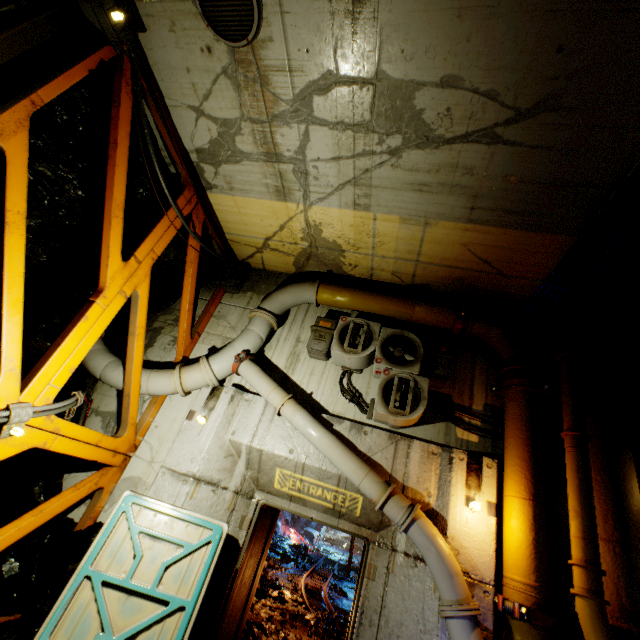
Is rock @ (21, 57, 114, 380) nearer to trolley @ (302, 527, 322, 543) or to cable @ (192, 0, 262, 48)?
cable @ (192, 0, 262, 48)

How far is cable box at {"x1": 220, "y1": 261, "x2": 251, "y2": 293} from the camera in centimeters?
754cm

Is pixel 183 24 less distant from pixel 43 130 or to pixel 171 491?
pixel 43 130

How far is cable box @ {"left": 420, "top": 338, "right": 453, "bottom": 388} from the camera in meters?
5.7

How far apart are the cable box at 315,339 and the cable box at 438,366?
1.7m

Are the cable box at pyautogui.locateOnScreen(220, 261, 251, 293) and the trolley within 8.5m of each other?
no

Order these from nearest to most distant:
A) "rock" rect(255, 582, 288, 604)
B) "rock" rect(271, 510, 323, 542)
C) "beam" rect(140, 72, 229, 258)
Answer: "beam" rect(140, 72, 229, 258) → "rock" rect(255, 582, 288, 604) → "rock" rect(271, 510, 323, 542)

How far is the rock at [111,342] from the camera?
6.73m
